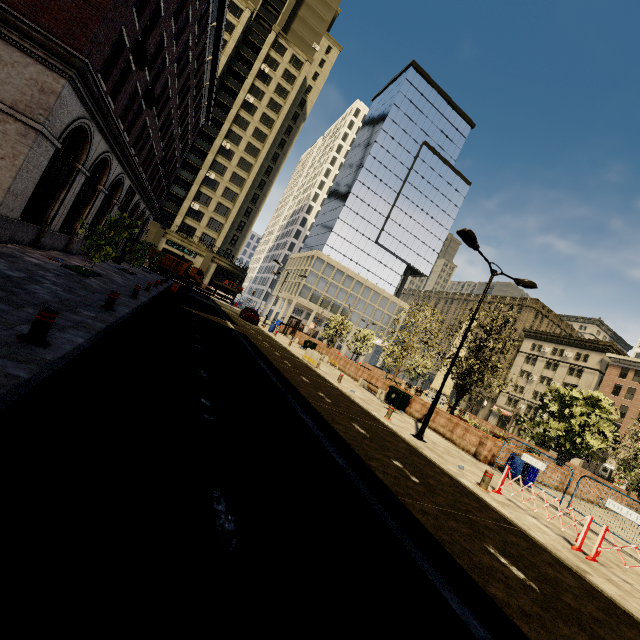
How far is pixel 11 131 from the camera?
10.62m

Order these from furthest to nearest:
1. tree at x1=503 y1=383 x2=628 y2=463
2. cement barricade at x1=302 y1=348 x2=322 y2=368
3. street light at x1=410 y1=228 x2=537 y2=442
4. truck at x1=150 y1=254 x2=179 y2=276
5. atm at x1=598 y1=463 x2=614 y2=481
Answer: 1. atm at x1=598 y1=463 x2=614 y2=481
2. truck at x1=150 y1=254 x2=179 y2=276
3. cement barricade at x1=302 y1=348 x2=322 y2=368
4. tree at x1=503 y1=383 x2=628 y2=463
5. street light at x1=410 y1=228 x2=537 y2=442

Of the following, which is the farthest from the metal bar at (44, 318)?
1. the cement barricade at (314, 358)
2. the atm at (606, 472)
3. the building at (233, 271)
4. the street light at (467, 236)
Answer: the atm at (606, 472)

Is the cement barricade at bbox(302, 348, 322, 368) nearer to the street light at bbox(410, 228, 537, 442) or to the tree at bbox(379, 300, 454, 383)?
the tree at bbox(379, 300, 454, 383)

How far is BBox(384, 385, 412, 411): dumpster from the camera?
18.9 meters

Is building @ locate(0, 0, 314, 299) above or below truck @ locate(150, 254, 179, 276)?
above

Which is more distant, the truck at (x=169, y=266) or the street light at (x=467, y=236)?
the truck at (x=169, y=266)

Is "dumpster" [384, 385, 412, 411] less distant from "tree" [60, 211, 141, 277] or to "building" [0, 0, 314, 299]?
"tree" [60, 211, 141, 277]
